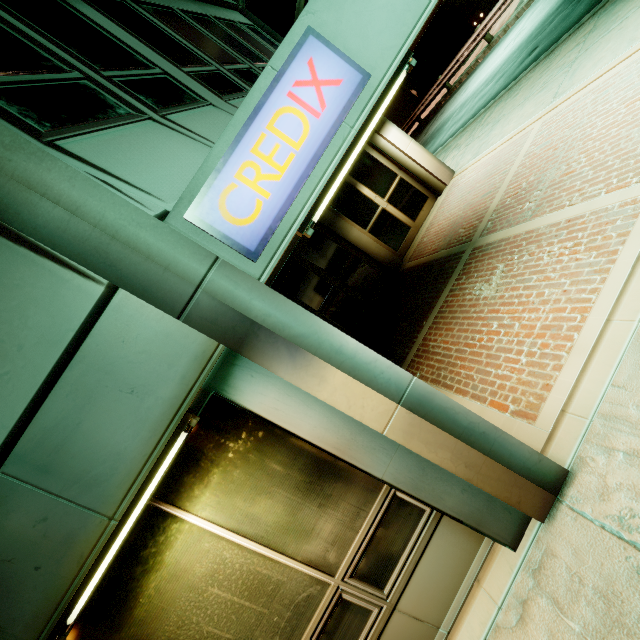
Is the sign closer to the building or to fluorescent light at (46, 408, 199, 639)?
the building

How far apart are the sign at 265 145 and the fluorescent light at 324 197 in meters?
0.1 m

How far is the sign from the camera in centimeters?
211cm

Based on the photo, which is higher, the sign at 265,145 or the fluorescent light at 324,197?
the sign at 265,145

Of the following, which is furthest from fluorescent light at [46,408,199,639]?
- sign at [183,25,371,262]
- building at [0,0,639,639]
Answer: sign at [183,25,371,262]

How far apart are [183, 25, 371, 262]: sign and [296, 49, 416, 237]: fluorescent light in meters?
0.1 m

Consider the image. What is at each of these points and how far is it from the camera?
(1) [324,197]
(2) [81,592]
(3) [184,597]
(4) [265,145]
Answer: (1) fluorescent light, 2.38m
(2) fluorescent light, 2.11m
(3) building, 2.44m
(4) sign, 2.15m

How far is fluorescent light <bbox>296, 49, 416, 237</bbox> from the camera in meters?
2.4
